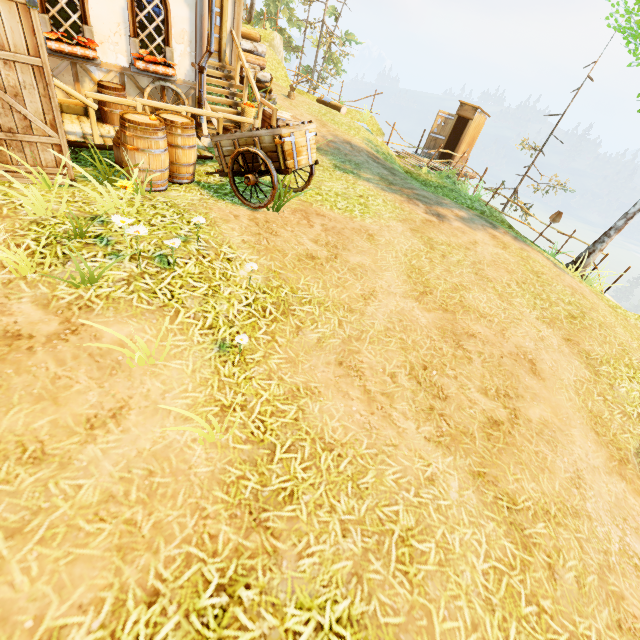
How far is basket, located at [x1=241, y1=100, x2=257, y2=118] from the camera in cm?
872

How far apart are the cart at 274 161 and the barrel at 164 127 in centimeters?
29cm

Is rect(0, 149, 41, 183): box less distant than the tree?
Yes

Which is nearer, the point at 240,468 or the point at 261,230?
the point at 240,468

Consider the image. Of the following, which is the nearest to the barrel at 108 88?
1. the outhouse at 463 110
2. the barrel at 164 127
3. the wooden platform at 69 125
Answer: the wooden platform at 69 125

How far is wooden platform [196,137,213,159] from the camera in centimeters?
719cm

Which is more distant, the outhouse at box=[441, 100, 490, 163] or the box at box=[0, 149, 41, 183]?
the outhouse at box=[441, 100, 490, 163]

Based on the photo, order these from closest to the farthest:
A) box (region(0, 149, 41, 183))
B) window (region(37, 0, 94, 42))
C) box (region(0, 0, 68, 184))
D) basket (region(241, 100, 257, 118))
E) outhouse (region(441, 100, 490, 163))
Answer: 1. box (region(0, 0, 68, 184))
2. box (region(0, 149, 41, 183))
3. window (region(37, 0, 94, 42))
4. basket (region(241, 100, 257, 118))
5. outhouse (region(441, 100, 490, 163))
